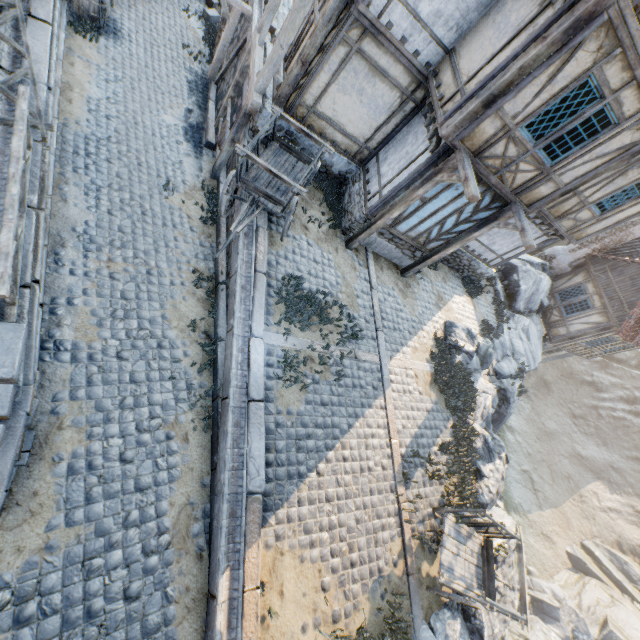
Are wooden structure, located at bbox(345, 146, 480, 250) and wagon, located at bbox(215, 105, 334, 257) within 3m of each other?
yes

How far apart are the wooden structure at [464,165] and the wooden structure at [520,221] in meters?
2.3 m

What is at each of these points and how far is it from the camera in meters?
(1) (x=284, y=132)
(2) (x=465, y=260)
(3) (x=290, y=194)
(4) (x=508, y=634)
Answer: (1) stone foundation, 9.2
(2) stone foundation, 13.7
(3) wagon, 8.4
(4) rock, 18.2

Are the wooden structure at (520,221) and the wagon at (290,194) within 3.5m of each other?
no

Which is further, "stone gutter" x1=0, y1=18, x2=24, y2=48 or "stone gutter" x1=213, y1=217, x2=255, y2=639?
"stone gutter" x1=0, y1=18, x2=24, y2=48

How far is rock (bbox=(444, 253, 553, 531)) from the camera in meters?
10.3

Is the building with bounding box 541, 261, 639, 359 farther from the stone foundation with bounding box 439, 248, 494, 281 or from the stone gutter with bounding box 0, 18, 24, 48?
the stone gutter with bounding box 0, 18, 24, 48

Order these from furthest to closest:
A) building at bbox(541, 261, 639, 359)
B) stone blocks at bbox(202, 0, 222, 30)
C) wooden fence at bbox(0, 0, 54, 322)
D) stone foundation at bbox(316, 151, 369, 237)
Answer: building at bbox(541, 261, 639, 359) < stone blocks at bbox(202, 0, 222, 30) < stone foundation at bbox(316, 151, 369, 237) < wooden fence at bbox(0, 0, 54, 322)
